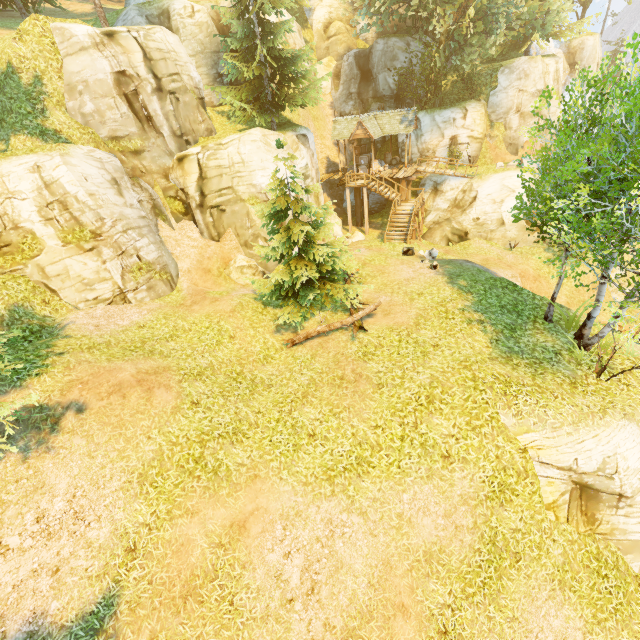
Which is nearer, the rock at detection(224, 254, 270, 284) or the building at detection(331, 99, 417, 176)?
the rock at detection(224, 254, 270, 284)

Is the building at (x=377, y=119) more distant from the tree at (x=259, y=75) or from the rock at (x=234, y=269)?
the rock at (x=234, y=269)

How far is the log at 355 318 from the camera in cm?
1253

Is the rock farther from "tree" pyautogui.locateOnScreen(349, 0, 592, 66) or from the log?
the log

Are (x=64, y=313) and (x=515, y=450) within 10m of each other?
no

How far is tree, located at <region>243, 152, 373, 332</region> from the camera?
12.0 meters

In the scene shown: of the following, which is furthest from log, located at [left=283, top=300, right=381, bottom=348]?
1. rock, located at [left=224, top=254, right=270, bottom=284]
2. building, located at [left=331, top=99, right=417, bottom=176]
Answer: building, located at [left=331, top=99, right=417, bottom=176]

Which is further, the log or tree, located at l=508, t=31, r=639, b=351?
the log
